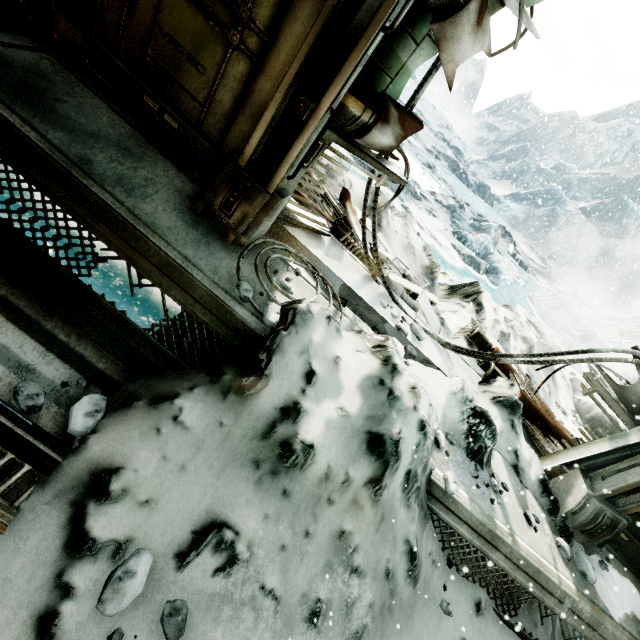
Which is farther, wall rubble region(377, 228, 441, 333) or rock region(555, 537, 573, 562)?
wall rubble region(377, 228, 441, 333)

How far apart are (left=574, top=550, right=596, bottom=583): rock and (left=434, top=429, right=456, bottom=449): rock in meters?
1.5 m

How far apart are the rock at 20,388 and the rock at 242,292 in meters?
1.1

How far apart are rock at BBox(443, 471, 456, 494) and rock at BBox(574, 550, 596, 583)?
1.5 meters

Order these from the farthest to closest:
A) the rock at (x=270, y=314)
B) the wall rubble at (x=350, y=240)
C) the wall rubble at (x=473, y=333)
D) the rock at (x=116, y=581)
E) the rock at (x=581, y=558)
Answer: the wall rubble at (x=473, y=333) < the wall rubble at (x=350, y=240) < the rock at (x=581, y=558) < the rock at (x=270, y=314) < the rock at (x=116, y=581)

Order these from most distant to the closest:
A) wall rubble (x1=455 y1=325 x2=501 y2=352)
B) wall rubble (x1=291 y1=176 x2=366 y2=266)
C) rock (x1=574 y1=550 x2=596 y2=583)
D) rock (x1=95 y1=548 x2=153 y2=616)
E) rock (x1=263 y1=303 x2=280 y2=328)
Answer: wall rubble (x1=455 y1=325 x2=501 y2=352), wall rubble (x1=291 y1=176 x2=366 y2=266), rock (x1=574 y1=550 x2=596 y2=583), rock (x1=263 y1=303 x2=280 y2=328), rock (x1=95 y1=548 x2=153 y2=616)

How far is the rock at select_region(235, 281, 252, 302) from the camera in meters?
2.0

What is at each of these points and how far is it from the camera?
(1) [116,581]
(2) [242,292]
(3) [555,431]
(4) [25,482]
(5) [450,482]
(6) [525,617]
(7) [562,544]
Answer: (1) rock, 1.2 meters
(2) rock, 2.0 meters
(3) wall rubble, 3.6 meters
(4) snow pile, 1.3 meters
(5) rock, 2.2 meters
(6) snow pile, 2.4 meters
(7) rock, 2.6 meters
